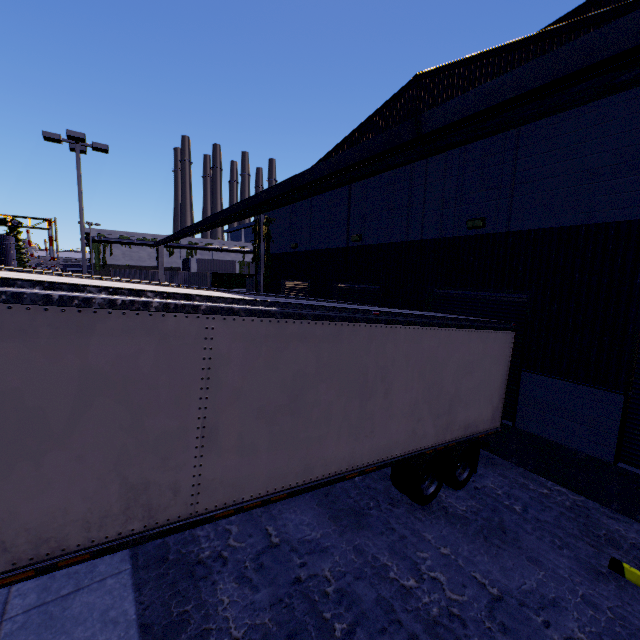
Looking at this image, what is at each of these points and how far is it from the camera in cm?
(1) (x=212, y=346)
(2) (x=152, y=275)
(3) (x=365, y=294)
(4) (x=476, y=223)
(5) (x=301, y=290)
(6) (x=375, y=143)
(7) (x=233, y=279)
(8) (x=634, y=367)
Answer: (1) semi trailer, 379
(2) cargo container, 4353
(3) roll-up door, 1303
(4) light, 871
(5) roll-up door, 1716
(6) building, 352
(7) cargo container, 4981
(8) roll-up door, 647

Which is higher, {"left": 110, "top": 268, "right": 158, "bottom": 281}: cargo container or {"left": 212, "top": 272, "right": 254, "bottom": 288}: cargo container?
{"left": 110, "top": 268, "right": 158, "bottom": 281}: cargo container

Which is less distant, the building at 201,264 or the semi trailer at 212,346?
the semi trailer at 212,346

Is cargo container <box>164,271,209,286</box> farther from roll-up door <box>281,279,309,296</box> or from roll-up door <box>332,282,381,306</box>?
roll-up door <box>332,282,381,306</box>

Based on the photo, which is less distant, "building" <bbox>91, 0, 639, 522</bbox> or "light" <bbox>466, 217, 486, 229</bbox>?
"building" <bbox>91, 0, 639, 522</bbox>

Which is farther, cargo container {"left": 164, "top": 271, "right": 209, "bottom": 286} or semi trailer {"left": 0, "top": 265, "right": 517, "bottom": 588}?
cargo container {"left": 164, "top": 271, "right": 209, "bottom": 286}

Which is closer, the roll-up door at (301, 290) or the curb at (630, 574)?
the curb at (630, 574)

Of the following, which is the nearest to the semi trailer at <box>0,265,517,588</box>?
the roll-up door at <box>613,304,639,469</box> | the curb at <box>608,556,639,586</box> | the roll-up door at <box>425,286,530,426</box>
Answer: the roll-up door at <box>425,286,530,426</box>
